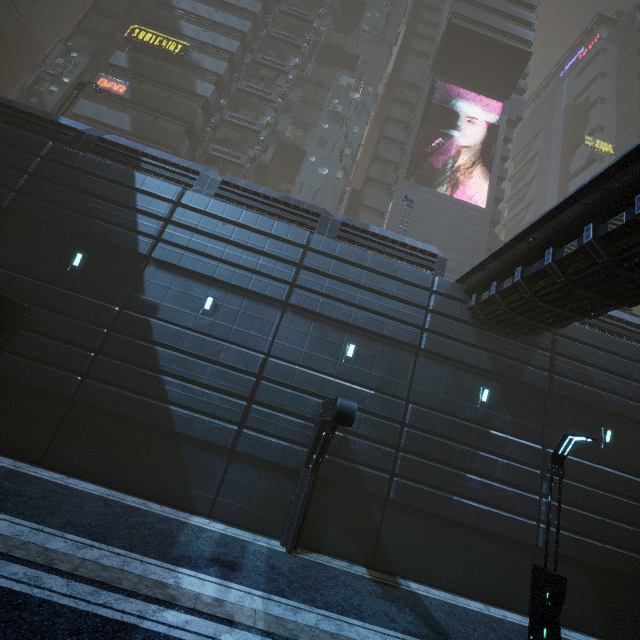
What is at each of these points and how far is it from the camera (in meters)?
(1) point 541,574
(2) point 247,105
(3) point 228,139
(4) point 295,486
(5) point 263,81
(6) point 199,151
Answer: (1) street light, 7.47
(2) building, 31.92
(3) building, 30.67
(4) building, 11.72
(5) building, 33.06
(6) building structure, 27.25

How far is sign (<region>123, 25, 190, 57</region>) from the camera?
28.31m

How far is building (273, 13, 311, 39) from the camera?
35.59m

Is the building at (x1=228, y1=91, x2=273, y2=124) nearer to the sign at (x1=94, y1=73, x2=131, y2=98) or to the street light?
the sign at (x1=94, y1=73, x2=131, y2=98)

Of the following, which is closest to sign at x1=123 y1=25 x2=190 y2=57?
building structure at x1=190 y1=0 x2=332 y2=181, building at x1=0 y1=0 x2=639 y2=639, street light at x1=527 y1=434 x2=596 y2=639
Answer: building at x1=0 y1=0 x2=639 y2=639

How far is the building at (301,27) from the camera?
35.59m

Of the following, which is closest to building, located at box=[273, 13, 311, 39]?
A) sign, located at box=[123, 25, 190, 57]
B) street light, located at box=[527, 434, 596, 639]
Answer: sign, located at box=[123, 25, 190, 57]

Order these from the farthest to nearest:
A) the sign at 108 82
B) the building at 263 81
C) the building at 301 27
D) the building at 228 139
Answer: the building at 301 27 → the building at 263 81 → the building at 228 139 → the sign at 108 82
